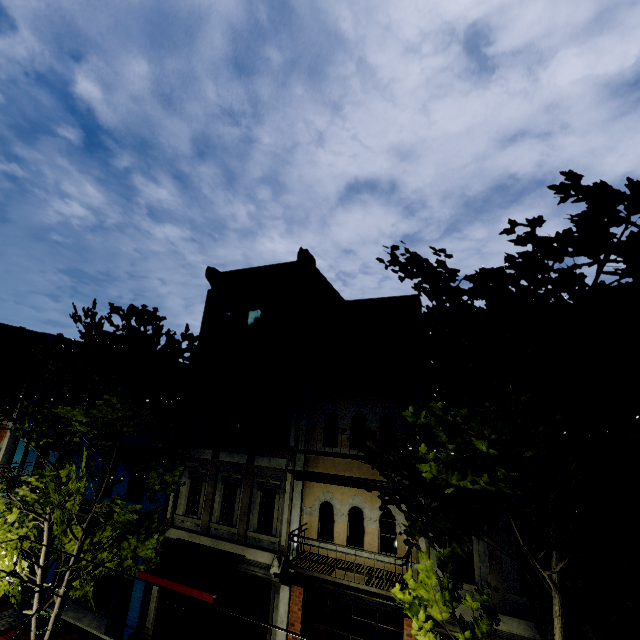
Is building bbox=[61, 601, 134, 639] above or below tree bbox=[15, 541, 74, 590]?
below

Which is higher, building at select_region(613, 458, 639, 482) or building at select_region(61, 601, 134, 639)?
building at select_region(613, 458, 639, 482)

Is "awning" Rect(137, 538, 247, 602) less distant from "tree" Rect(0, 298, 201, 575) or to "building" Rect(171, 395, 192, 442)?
"building" Rect(171, 395, 192, 442)

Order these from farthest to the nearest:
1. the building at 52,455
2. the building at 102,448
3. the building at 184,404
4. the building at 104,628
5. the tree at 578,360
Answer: the building at 52,455 < the building at 102,448 < the building at 184,404 < the building at 104,628 < the tree at 578,360

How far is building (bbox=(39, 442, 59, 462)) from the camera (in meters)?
15.62

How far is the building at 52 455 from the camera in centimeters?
1562cm

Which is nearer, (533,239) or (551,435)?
(533,239)

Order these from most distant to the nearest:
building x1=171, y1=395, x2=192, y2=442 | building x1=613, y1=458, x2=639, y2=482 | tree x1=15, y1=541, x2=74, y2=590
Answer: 1. building x1=171, y1=395, x2=192, y2=442
2. tree x1=15, y1=541, x2=74, y2=590
3. building x1=613, y1=458, x2=639, y2=482
